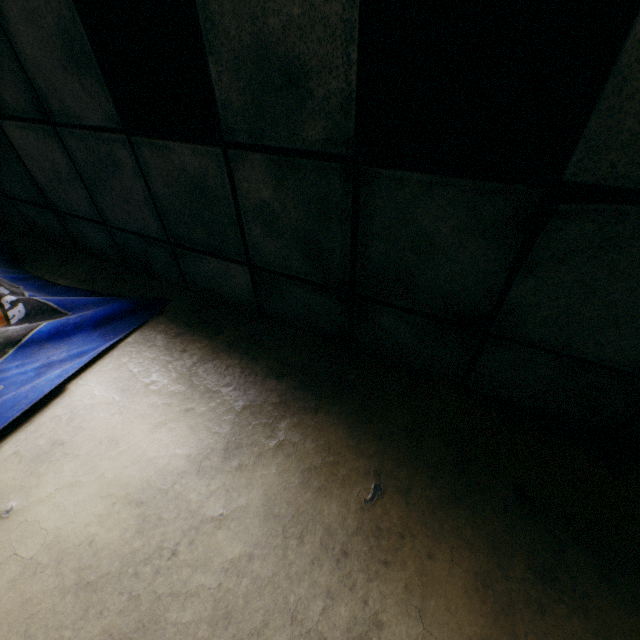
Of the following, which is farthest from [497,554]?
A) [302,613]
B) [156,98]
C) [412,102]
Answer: [156,98]
